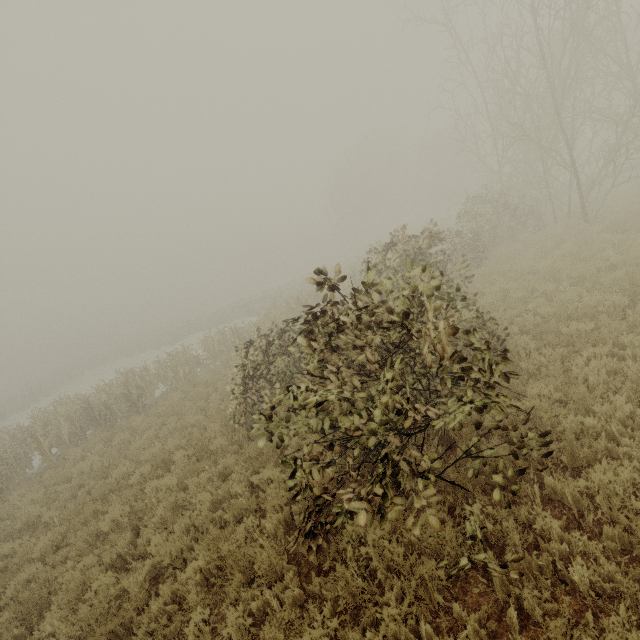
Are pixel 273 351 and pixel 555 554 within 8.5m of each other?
yes
